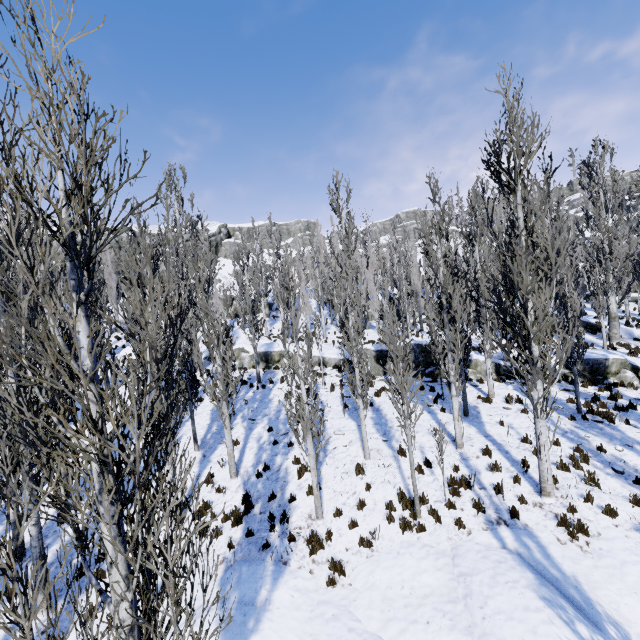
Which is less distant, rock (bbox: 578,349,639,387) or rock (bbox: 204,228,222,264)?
rock (bbox: 578,349,639,387)

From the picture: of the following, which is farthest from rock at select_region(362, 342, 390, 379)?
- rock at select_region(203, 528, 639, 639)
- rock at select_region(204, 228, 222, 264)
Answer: rock at select_region(203, 528, 639, 639)

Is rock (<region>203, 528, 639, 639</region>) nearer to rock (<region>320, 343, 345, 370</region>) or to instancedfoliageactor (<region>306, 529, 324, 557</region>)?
instancedfoliageactor (<region>306, 529, 324, 557</region>)

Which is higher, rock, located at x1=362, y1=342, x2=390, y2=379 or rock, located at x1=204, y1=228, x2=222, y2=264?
rock, located at x1=204, y1=228, x2=222, y2=264

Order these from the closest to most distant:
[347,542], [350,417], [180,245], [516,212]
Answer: [347,542] → [516,212] → [350,417] → [180,245]

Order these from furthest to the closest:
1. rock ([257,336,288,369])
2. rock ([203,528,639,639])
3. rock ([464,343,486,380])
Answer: rock ([257,336,288,369]) → rock ([464,343,486,380]) → rock ([203,528,639,639])

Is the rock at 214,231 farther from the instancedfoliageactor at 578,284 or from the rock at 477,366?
the rock at 477,366

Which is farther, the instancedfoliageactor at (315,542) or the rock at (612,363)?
the rock at (612,363)
